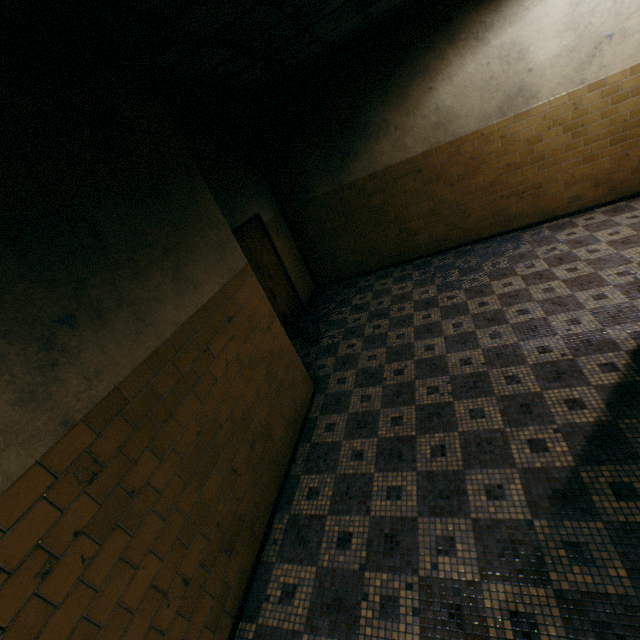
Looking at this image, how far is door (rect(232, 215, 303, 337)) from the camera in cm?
564

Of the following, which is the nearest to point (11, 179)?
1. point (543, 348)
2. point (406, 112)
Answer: point (543, 348)

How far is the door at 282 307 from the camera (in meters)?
5.64
